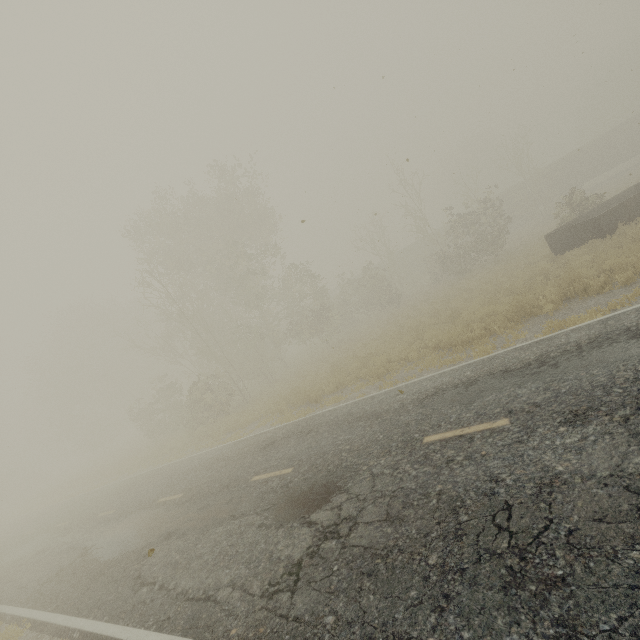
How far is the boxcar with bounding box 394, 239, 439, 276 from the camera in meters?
44.2 m

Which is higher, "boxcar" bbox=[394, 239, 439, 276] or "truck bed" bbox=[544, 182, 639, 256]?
"boxcar" bbox=[394, 239, 439, 276]

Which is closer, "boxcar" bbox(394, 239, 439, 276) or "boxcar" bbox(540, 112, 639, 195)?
"boxcar" bbox(540, 112, 639, 195)

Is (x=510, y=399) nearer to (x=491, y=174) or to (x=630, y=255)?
(x=630, y=255)

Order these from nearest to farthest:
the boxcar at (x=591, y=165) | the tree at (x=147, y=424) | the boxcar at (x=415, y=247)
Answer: the tree at (x=147, y=424)
the boxcar at (x=591, y=165)
the boxcar at (x=415, y=247)

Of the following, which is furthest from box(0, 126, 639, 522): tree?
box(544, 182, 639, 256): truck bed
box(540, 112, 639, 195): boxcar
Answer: box(540, 112, 639, 195): boxcar

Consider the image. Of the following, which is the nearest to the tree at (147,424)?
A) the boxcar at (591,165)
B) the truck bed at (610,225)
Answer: the truck bed at (610,225)
